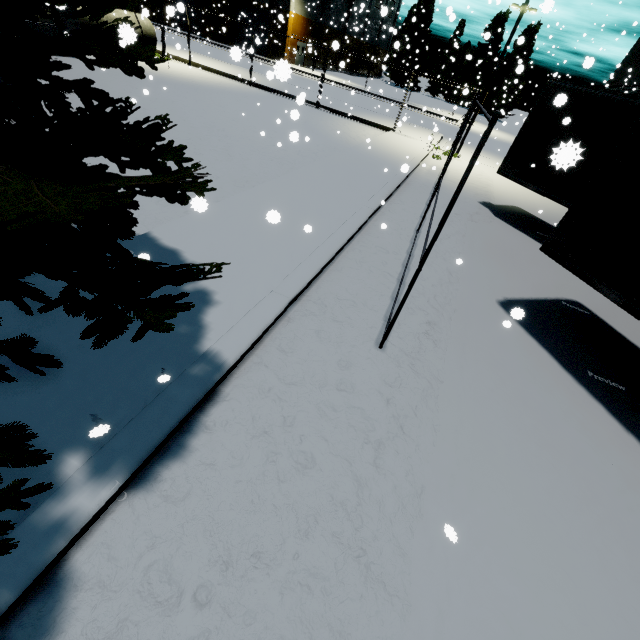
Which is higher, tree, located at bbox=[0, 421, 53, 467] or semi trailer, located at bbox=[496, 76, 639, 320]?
semi trailer, located at bbox=[496, 76, 639, 320]

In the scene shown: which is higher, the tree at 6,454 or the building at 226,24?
the building at 226,24

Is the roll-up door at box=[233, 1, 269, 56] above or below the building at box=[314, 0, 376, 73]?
below

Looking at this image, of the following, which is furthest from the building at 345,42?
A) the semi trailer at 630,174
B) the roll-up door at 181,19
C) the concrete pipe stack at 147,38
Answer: the concrete pipe stack at 147,38

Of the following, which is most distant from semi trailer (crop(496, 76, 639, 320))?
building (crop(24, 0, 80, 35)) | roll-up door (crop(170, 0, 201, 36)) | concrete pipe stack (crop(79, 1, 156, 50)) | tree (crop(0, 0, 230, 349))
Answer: roll-up door (crop(170, 0, 201, 36))

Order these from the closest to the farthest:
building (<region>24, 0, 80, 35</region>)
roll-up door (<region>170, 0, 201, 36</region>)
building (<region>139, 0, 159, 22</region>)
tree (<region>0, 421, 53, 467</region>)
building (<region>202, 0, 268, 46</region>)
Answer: tree (<region>0, 421, 53, 467</region>), roll-up door (<region>170, 0, 201, 36</region>), building (<region>139, 0, 159, 22</region>), building (<region>24, 0, 80, 35</region>), building (<region>202, 0, 268, 46</region>)

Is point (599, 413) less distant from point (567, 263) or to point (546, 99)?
point (567, 263)

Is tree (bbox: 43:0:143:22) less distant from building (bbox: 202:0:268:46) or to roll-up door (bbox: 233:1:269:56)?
building (bbox: 202:0:268:46)
